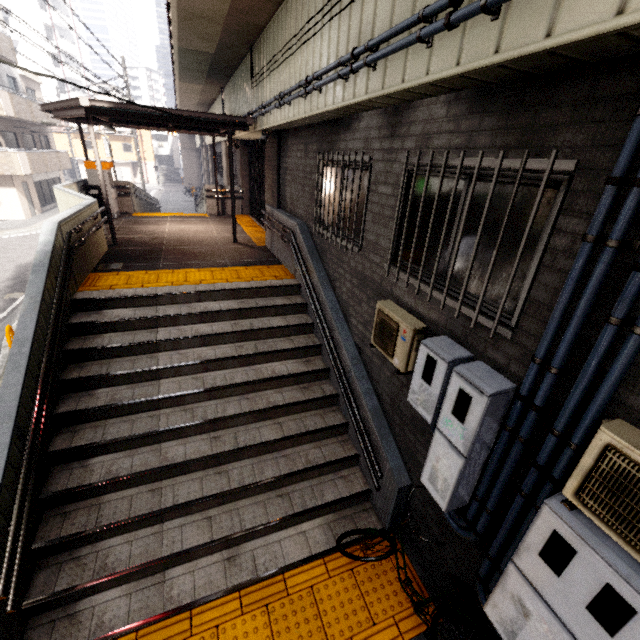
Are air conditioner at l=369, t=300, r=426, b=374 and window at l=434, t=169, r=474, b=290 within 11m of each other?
yes

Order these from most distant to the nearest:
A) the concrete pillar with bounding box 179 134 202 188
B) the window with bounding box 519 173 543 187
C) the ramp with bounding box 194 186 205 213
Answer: the concrete pillar with bounding box 179 134 202 188
the ramp with bounding box 194 186 205 213
the window with bounding box 519 173 543 187

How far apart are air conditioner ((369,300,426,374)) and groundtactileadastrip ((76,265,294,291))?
3.41m

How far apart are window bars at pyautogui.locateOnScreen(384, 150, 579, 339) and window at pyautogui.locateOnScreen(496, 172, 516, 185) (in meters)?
0.05

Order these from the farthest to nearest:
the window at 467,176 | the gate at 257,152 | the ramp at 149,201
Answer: the ramp at 149,201
the gate at 257,152
the window at 467,176

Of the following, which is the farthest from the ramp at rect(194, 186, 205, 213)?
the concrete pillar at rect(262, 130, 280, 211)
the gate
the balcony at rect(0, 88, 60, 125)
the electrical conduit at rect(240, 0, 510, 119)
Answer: the balcony at rect(0, 88, 60, 125)

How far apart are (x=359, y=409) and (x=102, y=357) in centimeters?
417cm

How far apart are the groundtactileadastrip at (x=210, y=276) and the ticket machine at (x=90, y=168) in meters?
6.7
